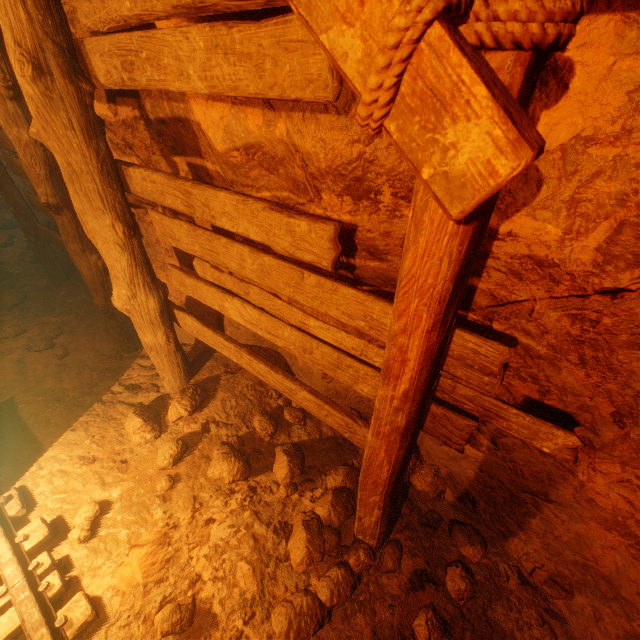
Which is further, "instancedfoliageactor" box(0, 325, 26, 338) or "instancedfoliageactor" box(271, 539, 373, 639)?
"instancedfoliageactor" box(0, 325, 26, 338)

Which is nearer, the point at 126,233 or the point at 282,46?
the point at 282,46

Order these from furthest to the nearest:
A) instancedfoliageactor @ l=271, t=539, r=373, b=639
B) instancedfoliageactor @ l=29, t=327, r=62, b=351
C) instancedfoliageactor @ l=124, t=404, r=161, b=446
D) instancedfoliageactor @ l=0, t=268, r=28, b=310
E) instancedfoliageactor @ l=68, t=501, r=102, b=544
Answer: instancedfoliageactor @ l=0, t=268, r=28, b=310 < instancedfoliageactor @ l=29, t=327, r=62, b=351 < instancedfoliageactor @ l=124, t=404, r=161, b=446 < instancedfoliageactor @ l=68, t=501, r=102, b=544 < instancedfoliageactor @ l=271, t=539, r=373, b=639

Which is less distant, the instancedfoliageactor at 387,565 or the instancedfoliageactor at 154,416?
the instancedfoliageactor at 387,565

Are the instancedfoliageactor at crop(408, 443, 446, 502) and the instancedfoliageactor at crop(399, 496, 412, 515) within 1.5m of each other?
yes

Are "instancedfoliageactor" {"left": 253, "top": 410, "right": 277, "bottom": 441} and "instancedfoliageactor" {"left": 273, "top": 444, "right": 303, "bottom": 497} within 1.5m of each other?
yes

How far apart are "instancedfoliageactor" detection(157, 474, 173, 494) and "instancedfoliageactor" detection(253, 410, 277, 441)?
0.7 meters

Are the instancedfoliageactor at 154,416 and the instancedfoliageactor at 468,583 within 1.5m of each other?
no
